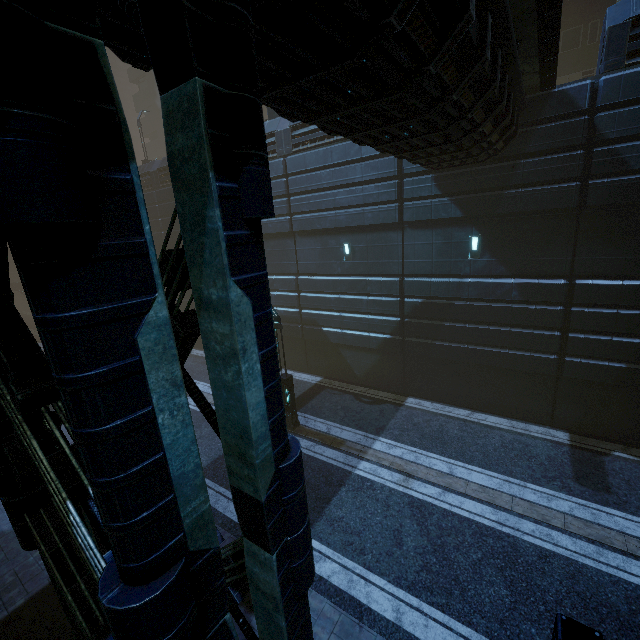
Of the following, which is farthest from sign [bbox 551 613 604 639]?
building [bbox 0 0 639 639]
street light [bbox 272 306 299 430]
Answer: street light [bbox 272 306 299 430]

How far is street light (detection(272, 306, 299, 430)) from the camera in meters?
12.9 m

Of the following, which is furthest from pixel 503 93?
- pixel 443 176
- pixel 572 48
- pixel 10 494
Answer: pixel 572 48

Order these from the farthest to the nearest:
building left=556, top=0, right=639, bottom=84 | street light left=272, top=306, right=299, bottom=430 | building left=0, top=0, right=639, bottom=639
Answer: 1. street light left=272, top=306, right=299, bottom=430
2. building left=556, top=0, right=639, bottom=84
3. building left=0, top=0, right=639, bottom=639

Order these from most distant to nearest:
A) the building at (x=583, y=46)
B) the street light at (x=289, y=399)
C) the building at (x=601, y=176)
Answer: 1. the street light at (x=289, y=399)
2. the building at (x=583, y=46)
3. the building at (x=601, y=176)

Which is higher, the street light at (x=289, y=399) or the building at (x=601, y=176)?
the building at (x=601, y=176)

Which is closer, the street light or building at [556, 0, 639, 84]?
building at [556, 0, 639, 84]

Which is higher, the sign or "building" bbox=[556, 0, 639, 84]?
"building" bbox=[556, 0, 639, 84]
